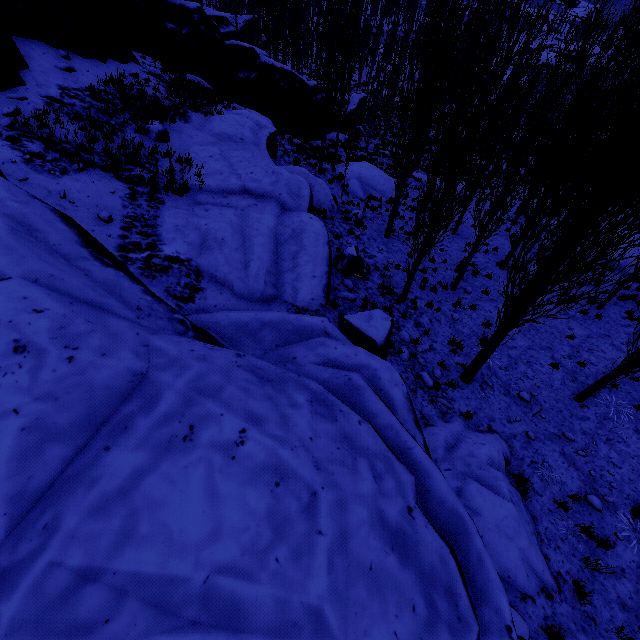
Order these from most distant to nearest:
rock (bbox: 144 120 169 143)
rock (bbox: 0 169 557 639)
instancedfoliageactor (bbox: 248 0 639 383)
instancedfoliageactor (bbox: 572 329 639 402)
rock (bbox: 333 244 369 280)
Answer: rock (bbox: 333 244 369 280)
rock (bbox: 144 120 169 143)
instancedfoliageactor (bbox: 572 329 639 402)
instancedfoliageactor (bbox: 248 0 639 383)
rock (bbox: 0 169 557 639)

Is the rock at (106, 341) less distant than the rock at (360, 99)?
Yes

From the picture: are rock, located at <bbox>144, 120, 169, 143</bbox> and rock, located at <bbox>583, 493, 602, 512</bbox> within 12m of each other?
no

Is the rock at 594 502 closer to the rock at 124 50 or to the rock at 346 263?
the rock at 124 50

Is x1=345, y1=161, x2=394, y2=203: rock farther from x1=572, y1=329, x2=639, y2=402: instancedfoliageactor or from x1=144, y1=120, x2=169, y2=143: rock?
x1=144, y1=120, x2=169, y2=143: rock

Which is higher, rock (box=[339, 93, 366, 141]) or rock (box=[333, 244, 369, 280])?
rock (box=[333, 244, 369, 280])

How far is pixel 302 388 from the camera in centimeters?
448cm

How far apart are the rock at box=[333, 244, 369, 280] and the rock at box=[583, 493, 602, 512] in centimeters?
870cm
